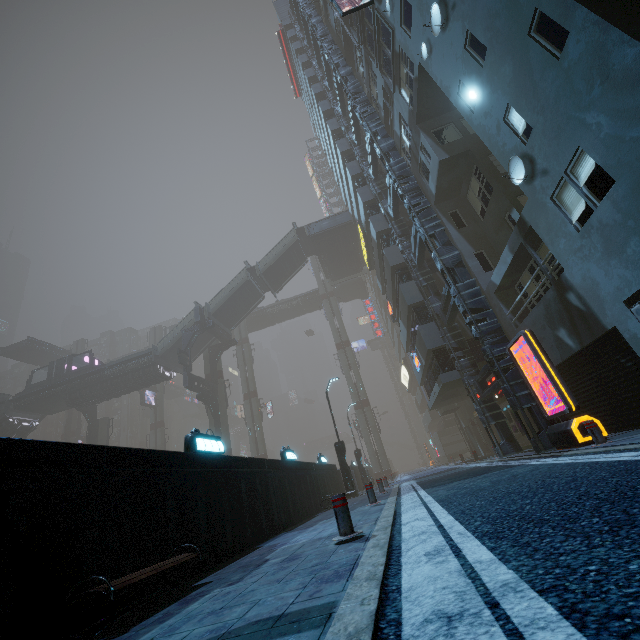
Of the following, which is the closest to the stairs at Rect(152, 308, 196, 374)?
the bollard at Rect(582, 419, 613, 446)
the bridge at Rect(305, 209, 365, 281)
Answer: the bridge at Rect(305, 209, 365, 281)

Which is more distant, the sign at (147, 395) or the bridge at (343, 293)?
the bridge at (343, 293)

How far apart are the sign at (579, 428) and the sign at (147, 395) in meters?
49.3

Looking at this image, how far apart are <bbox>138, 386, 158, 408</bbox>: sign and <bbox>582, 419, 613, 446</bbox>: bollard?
51.4 meters

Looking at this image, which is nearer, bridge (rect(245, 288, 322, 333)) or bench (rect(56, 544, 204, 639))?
bench (rect(56, 544, 204, 639))

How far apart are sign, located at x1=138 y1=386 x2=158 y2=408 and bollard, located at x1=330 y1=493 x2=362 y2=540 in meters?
50.0

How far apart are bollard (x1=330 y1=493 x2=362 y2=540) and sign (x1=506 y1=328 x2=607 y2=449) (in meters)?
7.06

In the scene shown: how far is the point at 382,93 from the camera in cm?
2052
